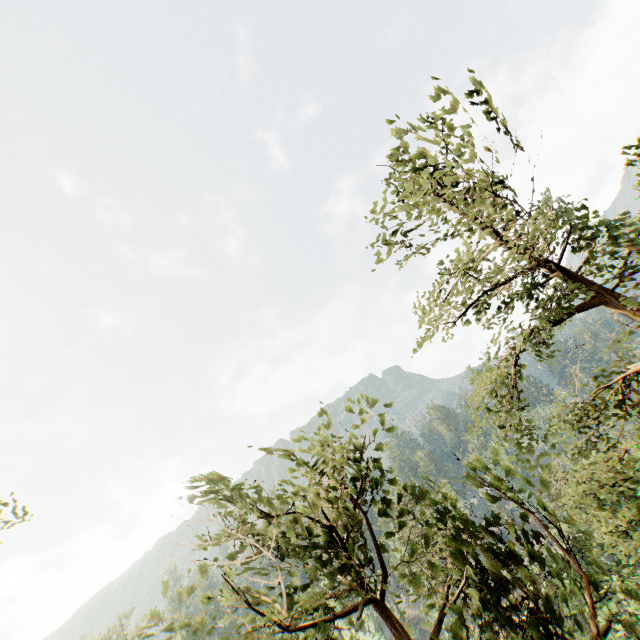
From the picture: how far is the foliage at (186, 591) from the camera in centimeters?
374cm

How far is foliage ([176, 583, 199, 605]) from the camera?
3.74m

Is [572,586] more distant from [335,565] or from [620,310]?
[620,310]
